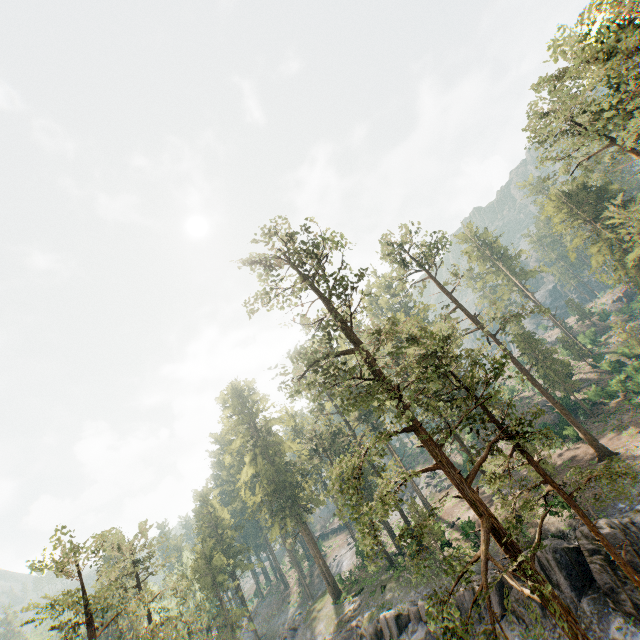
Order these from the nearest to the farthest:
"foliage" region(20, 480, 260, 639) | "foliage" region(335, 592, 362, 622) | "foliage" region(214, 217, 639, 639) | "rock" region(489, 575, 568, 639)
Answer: "foliage" region(214, 217, 639, 639) → "foliage" region(20, 480, 260, 639) → "rock" region(489, 575, 568, 639) → "foliage" region(335, 592, 362, 622)

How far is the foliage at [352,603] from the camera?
34.5 meters

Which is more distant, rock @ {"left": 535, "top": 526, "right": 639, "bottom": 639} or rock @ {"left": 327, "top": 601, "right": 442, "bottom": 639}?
rock @ {"left": 327, "top": 601, "right": 442, "bottom": 639}

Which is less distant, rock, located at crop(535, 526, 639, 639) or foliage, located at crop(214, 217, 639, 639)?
foliage, located at crop(214, 217, 639, 639)

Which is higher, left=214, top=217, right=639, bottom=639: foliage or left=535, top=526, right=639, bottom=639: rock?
left=214, top=217, right=639, bottom=639: foliage

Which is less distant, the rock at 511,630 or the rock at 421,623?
the rock at 511,630

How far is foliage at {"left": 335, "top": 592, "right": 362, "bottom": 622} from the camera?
34.5m

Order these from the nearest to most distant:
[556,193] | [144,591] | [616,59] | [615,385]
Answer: [616,59]
[144,591]
[615,385]
[556,193]
